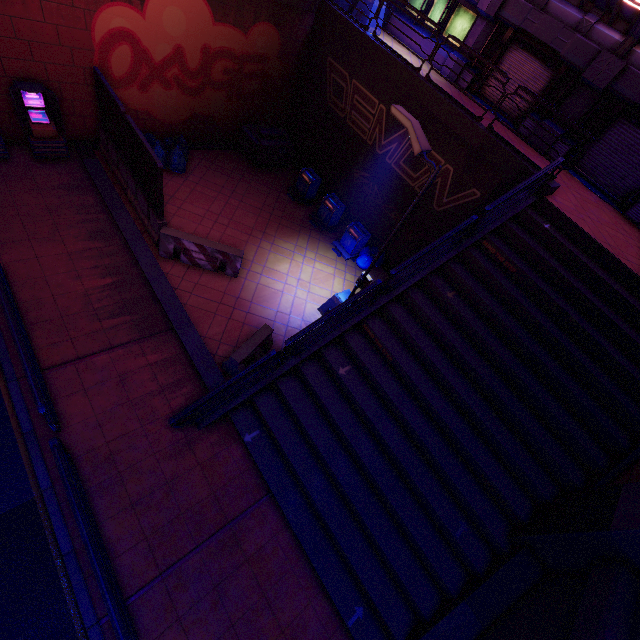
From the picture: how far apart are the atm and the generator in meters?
6.5 m

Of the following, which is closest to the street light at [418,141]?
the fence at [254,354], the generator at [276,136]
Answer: the fence at [254,354]

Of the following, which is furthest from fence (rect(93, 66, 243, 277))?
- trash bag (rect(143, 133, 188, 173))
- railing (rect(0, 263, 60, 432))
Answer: railing (rect(0, 263, 60, 432))

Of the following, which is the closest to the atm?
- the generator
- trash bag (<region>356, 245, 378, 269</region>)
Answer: the generator

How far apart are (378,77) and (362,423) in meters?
12.2 m

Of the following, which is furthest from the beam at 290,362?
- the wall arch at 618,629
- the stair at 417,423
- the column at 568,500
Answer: the wall arch at 618,629

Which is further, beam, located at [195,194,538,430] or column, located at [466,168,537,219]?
column, located at [466,168,537,219]

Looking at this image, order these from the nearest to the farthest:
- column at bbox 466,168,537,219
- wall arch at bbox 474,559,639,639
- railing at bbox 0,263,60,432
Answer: wall arch at bbox 474,559,639,639, railing at bbox 0,263,60,432, column at bbox 466,168,537,219
